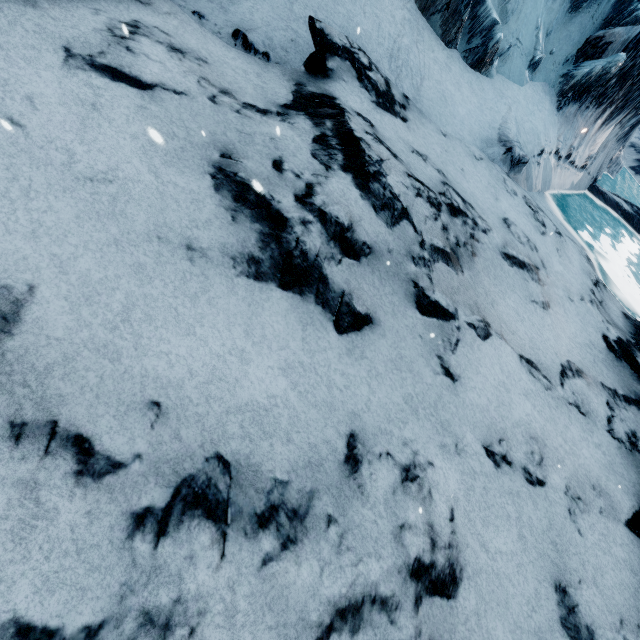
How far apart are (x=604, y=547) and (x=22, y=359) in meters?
6.6 m
